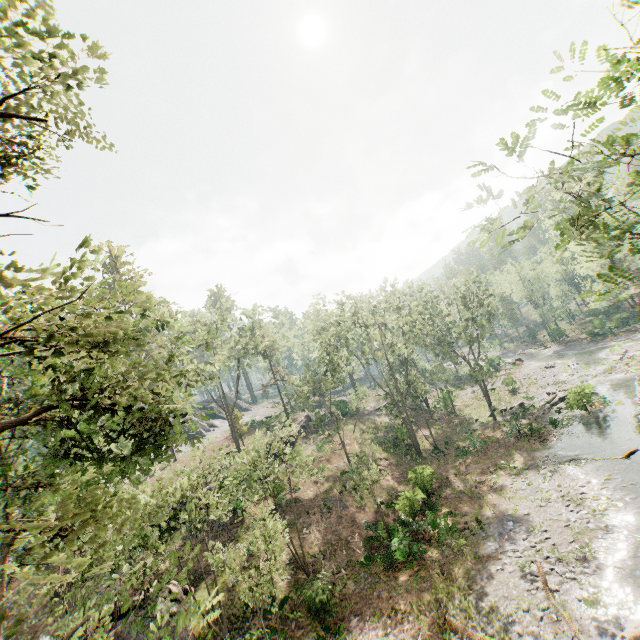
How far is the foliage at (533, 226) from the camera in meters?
6.7

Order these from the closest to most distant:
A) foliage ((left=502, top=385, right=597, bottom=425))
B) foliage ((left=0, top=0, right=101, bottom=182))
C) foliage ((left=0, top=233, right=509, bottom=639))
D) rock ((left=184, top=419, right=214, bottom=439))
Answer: foliage ((left=0, top=233, right=509, bottom=639)) < foliage ((left=0, top=0, right=101, bottom=182)) < foliage ((left=502, top=385, right=597, bottom=425)) < rock ((left=184, top=419, right=214, bottom=439))

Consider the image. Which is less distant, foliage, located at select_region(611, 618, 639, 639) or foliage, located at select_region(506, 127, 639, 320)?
foliage, located at select_region(506, 127, 639, 320)

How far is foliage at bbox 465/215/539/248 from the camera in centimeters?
674cm

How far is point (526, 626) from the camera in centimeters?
1311cm

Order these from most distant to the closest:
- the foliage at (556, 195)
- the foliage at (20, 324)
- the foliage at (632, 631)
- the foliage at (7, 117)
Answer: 1. the foliage at (632, 631)
2. the foliage at (7, 117)
3. the foliage at (20, 324)
4. the foliage at (556, 195)
